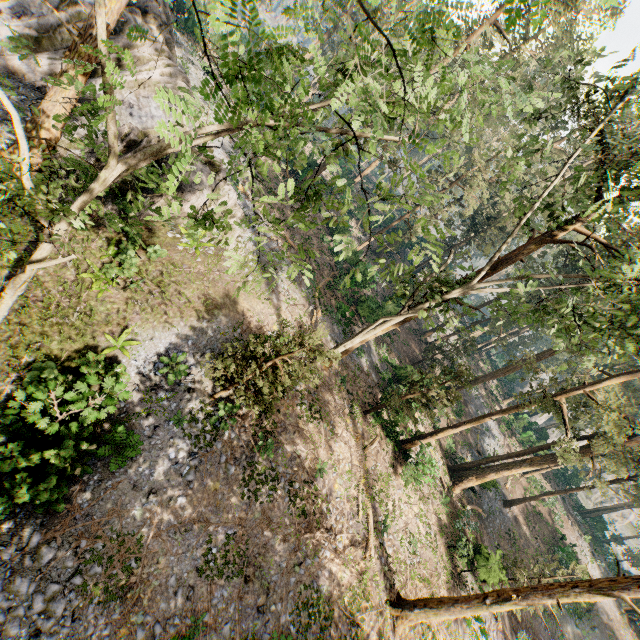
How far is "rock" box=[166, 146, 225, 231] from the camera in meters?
16.5

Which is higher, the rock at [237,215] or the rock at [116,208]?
the rock at [237,215]

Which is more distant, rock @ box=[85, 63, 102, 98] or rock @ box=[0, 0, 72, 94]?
rock @ box=[85, 63, 102, 98]

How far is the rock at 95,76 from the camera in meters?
17.5 m

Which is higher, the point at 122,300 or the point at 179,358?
the point at 179,358

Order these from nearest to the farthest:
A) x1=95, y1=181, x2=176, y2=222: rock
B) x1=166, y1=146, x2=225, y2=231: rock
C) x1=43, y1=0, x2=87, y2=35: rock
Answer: x1=95, y1=181, x2=176, y2=222: rock → x1=166, y1=146, x2=225, y2=231: rock → x1=43, y1=0, x2=87, y2=35: rock
